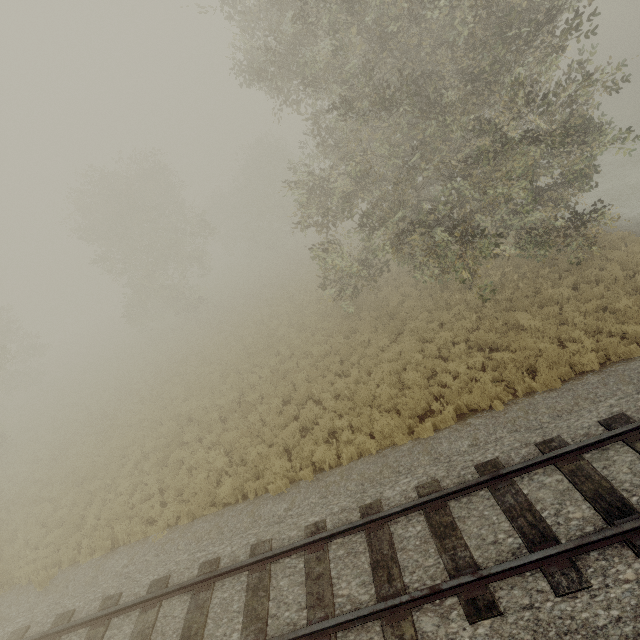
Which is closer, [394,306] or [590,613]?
[590,613]
